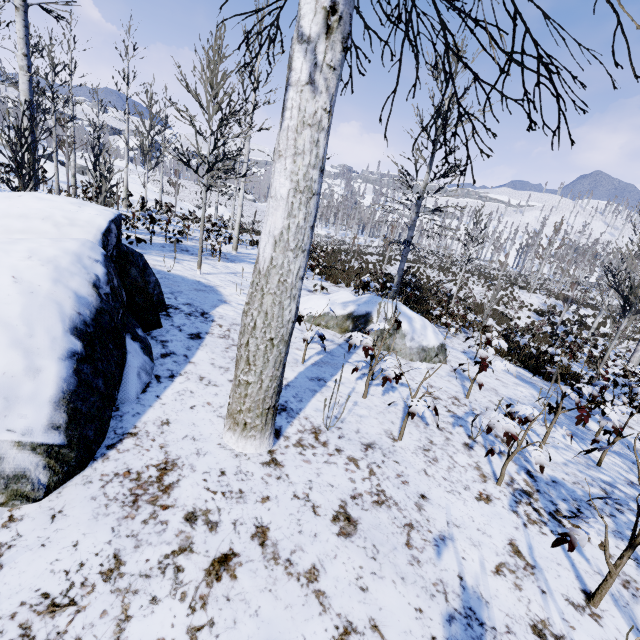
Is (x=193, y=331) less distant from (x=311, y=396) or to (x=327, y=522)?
(x=311, y=396)

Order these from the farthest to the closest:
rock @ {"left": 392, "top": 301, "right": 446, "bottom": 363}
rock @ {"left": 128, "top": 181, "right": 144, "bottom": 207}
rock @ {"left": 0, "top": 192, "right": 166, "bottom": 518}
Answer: rock @ {"left": 128, "top": 181, "right": 144, "bottom": 207} < rock @ {"left": 392, "top": 301, "right": 446, "bottom": 363} < rock @ {"left": 0, "top": 192, "right": 166, "bottom": 518}

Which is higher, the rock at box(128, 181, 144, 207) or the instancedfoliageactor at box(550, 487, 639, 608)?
the rock at box(128, 181, 144, 207)

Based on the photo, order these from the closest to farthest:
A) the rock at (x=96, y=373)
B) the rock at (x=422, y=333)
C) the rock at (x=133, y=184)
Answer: the rock at (x=96, y=373) < the rock at (x=422, y=333) < the rock at (x=133, y=184)

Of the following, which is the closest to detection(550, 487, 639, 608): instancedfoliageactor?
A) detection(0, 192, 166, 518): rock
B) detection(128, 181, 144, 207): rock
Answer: detection(0, 192, 166, 518): rock

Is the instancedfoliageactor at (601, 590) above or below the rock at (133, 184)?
below

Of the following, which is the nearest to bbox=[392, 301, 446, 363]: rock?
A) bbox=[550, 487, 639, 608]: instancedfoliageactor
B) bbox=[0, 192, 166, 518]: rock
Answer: bbox=[550, 487, 639, 608]: instancedfoliageactor
